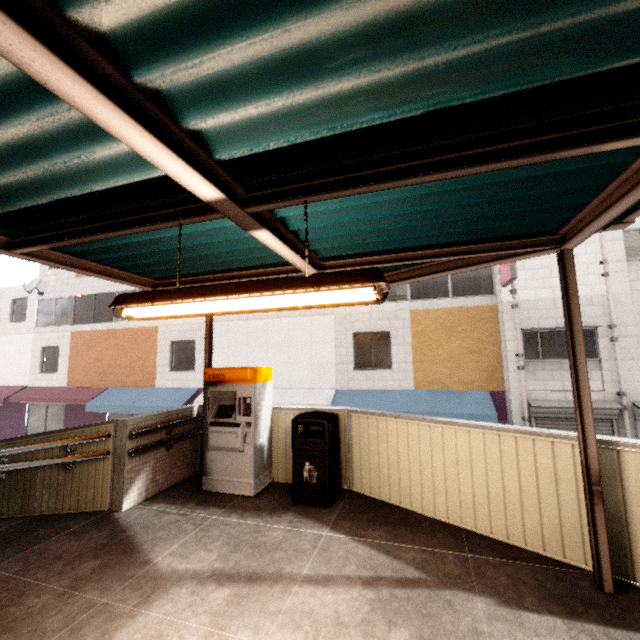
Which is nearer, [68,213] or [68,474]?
[68,213]

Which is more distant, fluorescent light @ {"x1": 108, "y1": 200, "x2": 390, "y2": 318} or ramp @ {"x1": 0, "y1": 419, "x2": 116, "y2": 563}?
ramp @ {"x1": 0, "y1": 419, "x2": 116, "y2": 563}

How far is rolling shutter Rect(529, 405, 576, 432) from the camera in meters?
9.7

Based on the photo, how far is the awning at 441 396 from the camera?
10.32m

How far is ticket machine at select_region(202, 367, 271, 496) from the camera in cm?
480

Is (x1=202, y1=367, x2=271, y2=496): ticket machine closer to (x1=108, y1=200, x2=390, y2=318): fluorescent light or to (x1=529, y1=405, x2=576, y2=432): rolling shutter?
(x1=108, y1=200, x2=390, y2=318): fluorescent light

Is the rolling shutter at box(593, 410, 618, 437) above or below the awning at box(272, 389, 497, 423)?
below

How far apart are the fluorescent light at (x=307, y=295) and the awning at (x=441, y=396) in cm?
965
